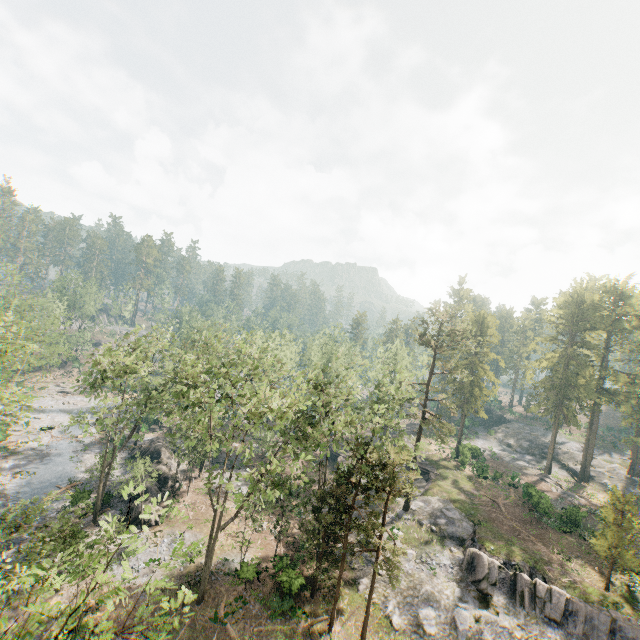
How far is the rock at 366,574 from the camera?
28.1m

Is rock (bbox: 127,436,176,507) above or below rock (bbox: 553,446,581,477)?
below

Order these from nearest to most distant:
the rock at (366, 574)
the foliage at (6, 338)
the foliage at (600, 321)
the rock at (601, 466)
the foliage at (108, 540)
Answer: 1. the foliage at (108, 540)
2. the foliage at (6, 338)
3. the foliage at (600, 321)
4. the rock at (366, 574)
5. the rock at (601, 466)

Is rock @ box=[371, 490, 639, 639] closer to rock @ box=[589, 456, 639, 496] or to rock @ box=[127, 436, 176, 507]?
rock @ box=[127, 436, 176, 507]

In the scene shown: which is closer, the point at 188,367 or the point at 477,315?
the point at 188,367

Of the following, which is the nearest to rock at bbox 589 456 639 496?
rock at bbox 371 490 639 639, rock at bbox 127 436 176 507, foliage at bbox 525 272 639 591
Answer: foliage at bbox 525 272 639 591

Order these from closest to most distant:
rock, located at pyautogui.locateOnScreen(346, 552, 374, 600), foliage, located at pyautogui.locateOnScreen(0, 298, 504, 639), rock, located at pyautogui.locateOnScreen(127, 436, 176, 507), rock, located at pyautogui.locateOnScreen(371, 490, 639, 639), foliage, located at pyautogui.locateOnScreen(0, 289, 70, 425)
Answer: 1. foliage, located at pyautogui.locateOnScreen(0, 298, 504, 639)
2. foliage, located at pyautogui.locateOnScreen(0, 289, 70, 425)
3. rock, located at pyautogui.locateOnScreen(371, 490, 639, 639)
4. rock, located at pyautogui.locateOnScreen(346, 552, 374, 600)
5. rock, located at pyautogui.locateOnScreen(127, 436, 176, 507)
